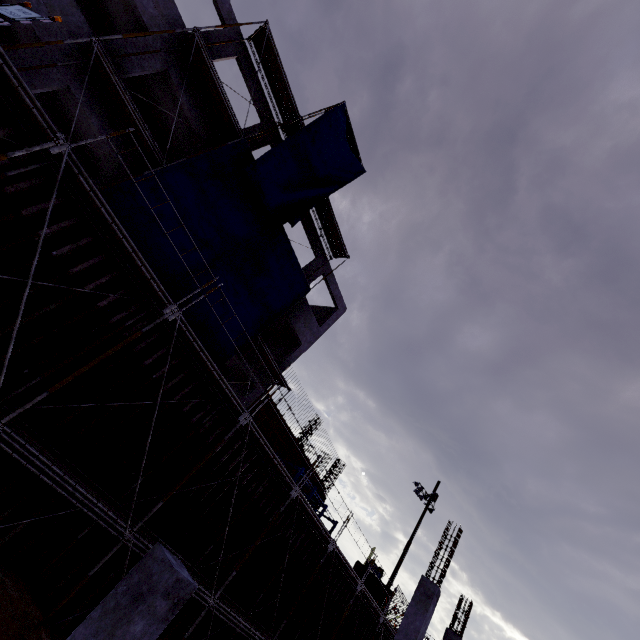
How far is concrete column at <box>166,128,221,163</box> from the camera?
13.92m

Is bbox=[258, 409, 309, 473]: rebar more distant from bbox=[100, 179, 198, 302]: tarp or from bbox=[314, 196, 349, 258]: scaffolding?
bbox=[314, 196, 349, 258]: scaffolding

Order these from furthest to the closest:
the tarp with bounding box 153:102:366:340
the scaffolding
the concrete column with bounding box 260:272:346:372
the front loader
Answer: the front loader < the concrete column with bounding box 260:272:346:372 < the scaffolding < the tarp with bounding box 153:102:366:340

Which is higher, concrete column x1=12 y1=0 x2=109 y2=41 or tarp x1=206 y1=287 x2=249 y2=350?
concrete column x1=12 y1=0 x2=109 y2=41

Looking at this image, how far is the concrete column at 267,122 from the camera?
16.36m

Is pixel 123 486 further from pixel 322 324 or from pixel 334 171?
pixel 334 171
